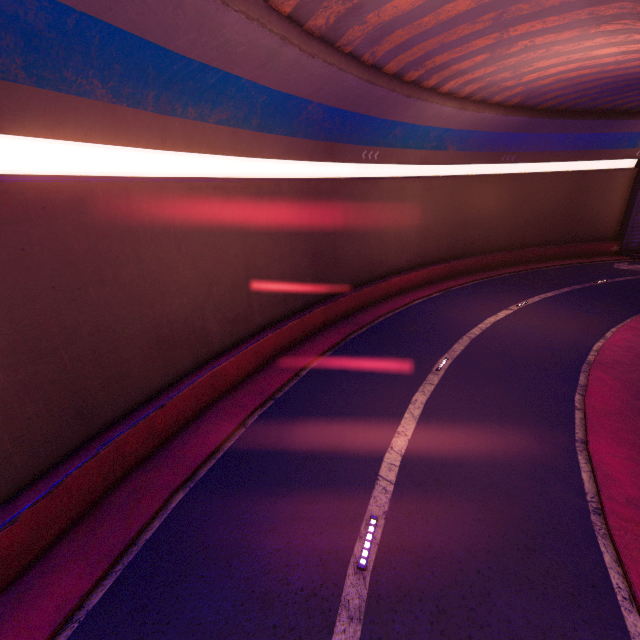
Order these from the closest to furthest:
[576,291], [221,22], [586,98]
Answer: [221,22] < [586,98] < [576,291]
